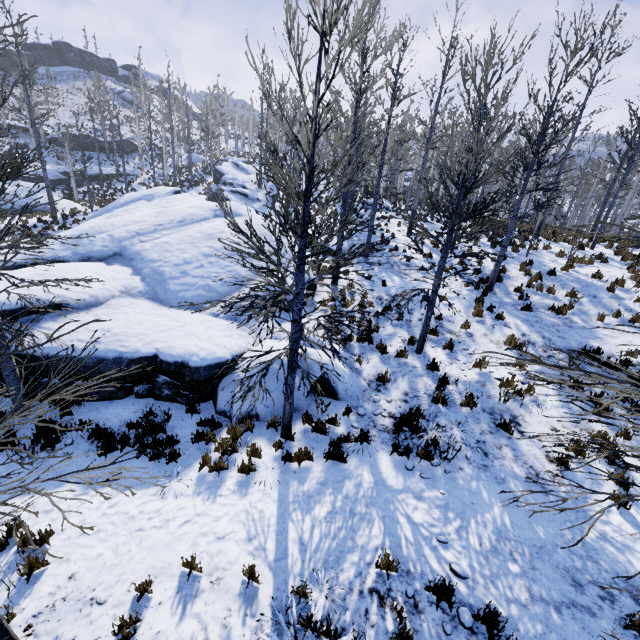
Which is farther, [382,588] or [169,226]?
[169,226]

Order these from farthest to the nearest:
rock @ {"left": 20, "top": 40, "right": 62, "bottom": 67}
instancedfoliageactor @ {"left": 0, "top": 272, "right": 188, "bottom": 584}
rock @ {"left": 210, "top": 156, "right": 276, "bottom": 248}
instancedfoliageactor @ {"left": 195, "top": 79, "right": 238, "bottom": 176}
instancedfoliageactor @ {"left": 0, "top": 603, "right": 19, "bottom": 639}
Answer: rock @ {"left": 20, "top": 40, "right": 62, "bottom": 67} → instancedfoliageactor @ {"left": 195, "top": 79, "right": 238, "bottom": 176} → rock @ {"left": 210, "top": 156, "right": 276, "bottom": 248} → instancedfoliageactor @ {"left": 0, "top": 603, "right": 19, "bottom": 639} → instancedfoliageactor @ {"left": 0, "top": 272, "right": 188, "bottom": 584}

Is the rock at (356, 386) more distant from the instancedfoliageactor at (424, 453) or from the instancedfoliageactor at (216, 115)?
the instancedfoliageactor at (216, 115)

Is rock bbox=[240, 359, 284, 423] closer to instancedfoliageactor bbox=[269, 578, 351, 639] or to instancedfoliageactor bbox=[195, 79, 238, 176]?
instancedfoliageactor bbox=[269, 578, 351, 639]

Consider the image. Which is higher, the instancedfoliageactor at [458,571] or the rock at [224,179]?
the rock at [224,179]

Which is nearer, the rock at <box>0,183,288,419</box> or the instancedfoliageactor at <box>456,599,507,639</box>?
the instancedfoliageactor at <box>456,599,507,639</box>

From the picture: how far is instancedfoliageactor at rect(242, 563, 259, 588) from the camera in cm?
437
